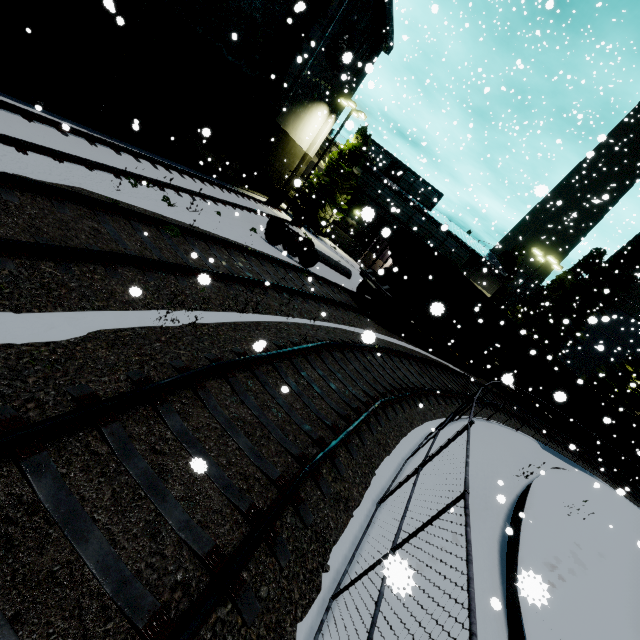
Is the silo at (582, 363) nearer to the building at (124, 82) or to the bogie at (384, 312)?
the building at (124, 82)

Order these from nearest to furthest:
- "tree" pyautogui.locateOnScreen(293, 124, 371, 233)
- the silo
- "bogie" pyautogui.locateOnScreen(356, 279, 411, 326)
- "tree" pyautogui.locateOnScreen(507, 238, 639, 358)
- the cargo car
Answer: "bogie" pyautogui.locateOnScreen(356, 279, 411, 326) → the cargo car → "tree" pyautogui.locateOnScreen(293, 124, 371, 233) → "tree" pyautogui.locateOnScreen(507, 238, 639, 358) → the silo

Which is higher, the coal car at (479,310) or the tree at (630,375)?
the tree at (630,375)

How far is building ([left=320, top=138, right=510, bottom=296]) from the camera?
30.2 meters

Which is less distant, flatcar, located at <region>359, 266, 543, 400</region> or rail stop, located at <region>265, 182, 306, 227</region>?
flatcar, located at <region>359, 266, 543, 400</region>

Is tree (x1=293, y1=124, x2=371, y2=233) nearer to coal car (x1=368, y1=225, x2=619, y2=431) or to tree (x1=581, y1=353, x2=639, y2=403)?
coal car (x1=368, y1=225, x2=619, y2=431)

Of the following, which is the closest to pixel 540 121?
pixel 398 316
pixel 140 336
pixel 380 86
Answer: pixel 398 316

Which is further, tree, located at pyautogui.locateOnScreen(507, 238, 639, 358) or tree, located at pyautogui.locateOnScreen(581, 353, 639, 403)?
tree, located at pyautogui.locateOnScreen(507, 238, 639, 358)
